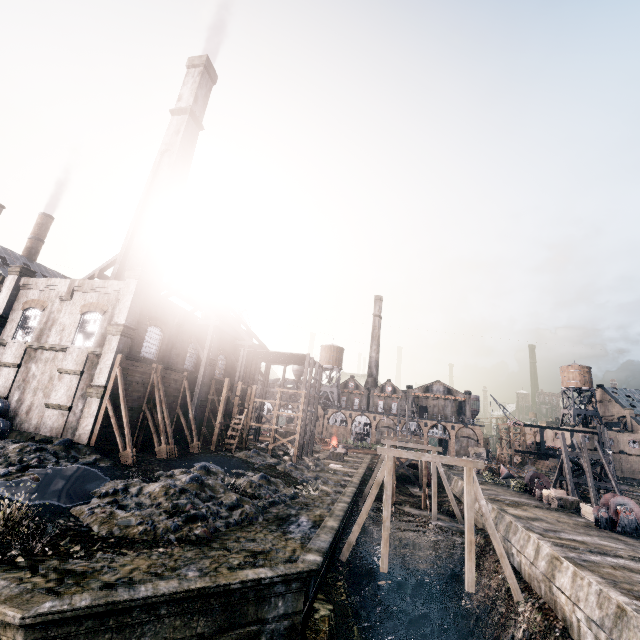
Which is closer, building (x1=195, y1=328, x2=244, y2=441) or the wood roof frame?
the wood roof frame

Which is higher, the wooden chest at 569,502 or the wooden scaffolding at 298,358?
the wooden scaffolding at 298,358

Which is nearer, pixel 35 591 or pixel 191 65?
pixel 35 591

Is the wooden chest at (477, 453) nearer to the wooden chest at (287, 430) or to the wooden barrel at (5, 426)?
the wooden chest at (287, 430)

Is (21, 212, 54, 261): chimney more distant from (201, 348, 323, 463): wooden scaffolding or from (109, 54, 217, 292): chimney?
(201, 348, 323, 463): wooden scaffolding

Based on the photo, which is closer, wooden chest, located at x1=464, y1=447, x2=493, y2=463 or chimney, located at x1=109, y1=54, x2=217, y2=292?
chimney, located at x1=109, y1=54, x2=217, y2=292

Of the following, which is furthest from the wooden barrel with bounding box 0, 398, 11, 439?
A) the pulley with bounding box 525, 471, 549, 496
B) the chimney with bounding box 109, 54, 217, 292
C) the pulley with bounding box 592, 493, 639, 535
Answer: the pulley with bounding box 525, 471, 549, 496

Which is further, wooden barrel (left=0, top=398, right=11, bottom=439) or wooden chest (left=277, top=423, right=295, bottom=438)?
wooden chest (left=277, top=423, right=295, bottom=438)
